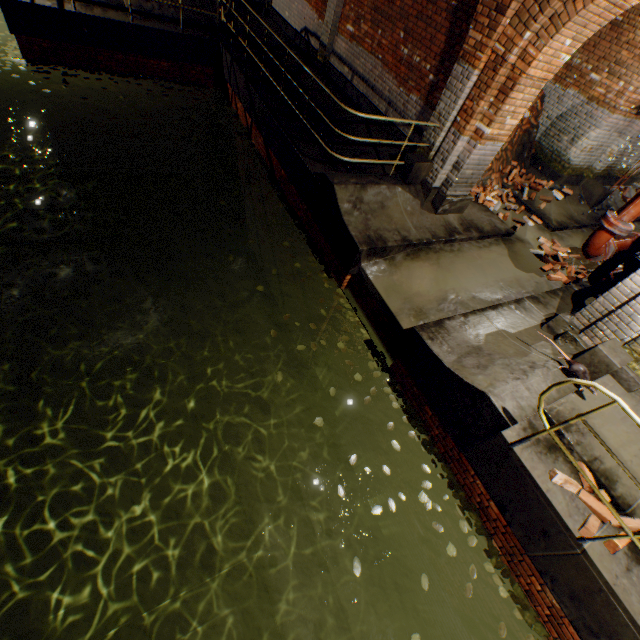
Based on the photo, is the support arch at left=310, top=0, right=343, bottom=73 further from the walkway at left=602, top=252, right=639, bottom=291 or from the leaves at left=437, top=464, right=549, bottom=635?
the walkway at left=602, top=252, right=639, bottom=291

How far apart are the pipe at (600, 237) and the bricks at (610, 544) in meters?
2.8

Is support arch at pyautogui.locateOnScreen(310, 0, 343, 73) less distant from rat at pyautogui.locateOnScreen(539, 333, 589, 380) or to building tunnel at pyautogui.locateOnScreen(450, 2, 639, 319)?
building tunnel at pyautogui.locateOnScreen(450, 2, 639, 319)

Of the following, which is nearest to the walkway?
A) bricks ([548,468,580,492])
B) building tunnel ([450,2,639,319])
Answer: building tunnel ([450,2,639,319])

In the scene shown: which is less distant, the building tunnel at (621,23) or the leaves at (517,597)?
the leaves at (517,597)

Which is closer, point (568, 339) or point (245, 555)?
point (568, 339)

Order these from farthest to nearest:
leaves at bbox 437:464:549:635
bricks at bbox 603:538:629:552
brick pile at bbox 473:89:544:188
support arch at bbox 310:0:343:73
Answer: brick pile at bbox 473:89:544:188
support arch at bbox 310:0:343:73
leaves at bbox 437:464:549:635
bricks at bbox 603:538:629:552

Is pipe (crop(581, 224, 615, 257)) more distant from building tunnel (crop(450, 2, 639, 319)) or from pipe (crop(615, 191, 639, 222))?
building tunnel (crop(450, 2, 639, 319))
